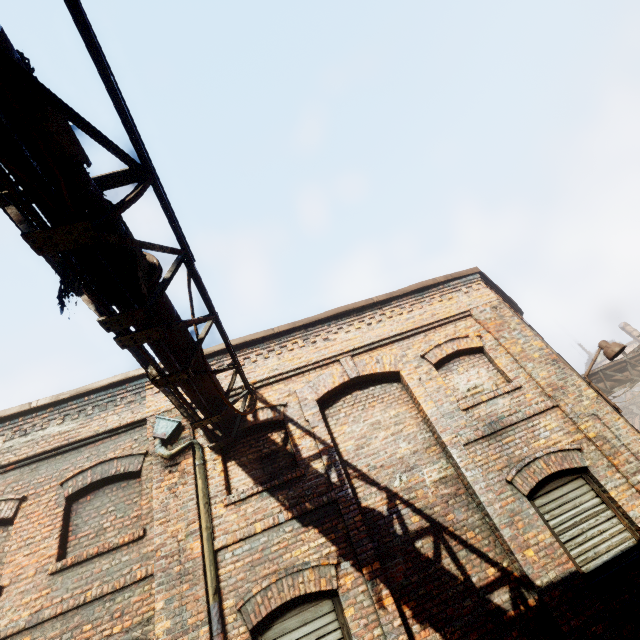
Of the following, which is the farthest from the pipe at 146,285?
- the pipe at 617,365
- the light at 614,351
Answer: the pipe at 617,365

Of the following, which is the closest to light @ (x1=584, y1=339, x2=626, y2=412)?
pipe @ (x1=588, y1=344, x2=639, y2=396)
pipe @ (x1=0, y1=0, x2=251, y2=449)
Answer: pipe @ (x1=588, y1=344, x2=639, y2=396)

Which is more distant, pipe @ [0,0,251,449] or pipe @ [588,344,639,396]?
pipe @ [588,344,639,396]

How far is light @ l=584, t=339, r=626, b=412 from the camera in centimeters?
650cm

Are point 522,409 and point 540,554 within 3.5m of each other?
yes

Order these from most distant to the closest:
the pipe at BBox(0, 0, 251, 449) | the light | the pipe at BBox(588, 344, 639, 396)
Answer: the pipe at BBox(588, 344, 639, 396)
the light
the pipe at BBox(0, 0, 251, 449)

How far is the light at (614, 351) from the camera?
6.5m

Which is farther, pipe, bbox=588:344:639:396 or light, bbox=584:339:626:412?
pipe, bbox=588:344:639:396
